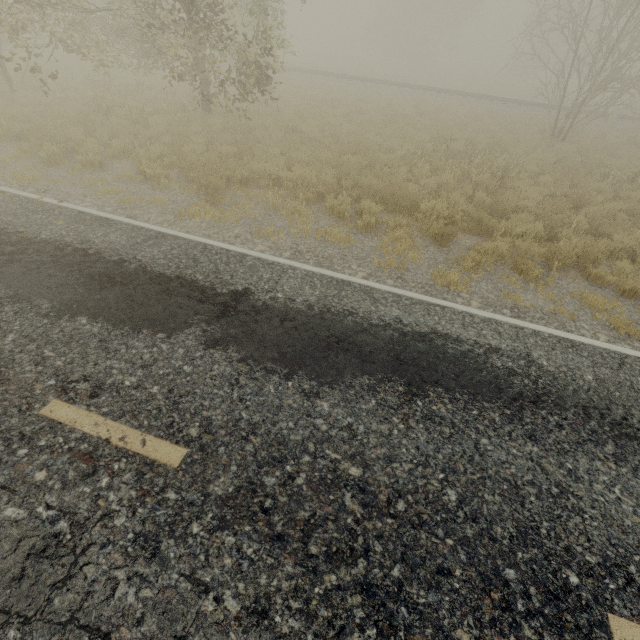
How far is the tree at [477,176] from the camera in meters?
9.5

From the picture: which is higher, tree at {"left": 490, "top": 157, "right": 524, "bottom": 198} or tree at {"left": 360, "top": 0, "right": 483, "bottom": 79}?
tree at {"left": 360, "top": 0, "right": 483, "bottom": 79}

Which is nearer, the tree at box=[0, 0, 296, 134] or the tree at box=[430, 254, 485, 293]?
the tree at box=[430, 254, 485, 293]

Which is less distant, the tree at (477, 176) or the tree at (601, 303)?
the tree at (601, 303)

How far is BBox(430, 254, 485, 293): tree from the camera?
5.7m

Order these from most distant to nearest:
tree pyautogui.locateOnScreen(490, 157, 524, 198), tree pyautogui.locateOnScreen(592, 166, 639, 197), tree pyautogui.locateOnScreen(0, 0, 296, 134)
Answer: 1. tree pyautogui.locateOnScreen(592, 166, 639, 197)
2. tree pyautogui.locateOnScreen(490, 157, 524, 198)
3. tree pyautogui.locateOnScreen(0, 0, 296, 134)

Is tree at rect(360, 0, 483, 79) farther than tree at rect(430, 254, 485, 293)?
Yes

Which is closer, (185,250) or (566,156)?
(185,250)
